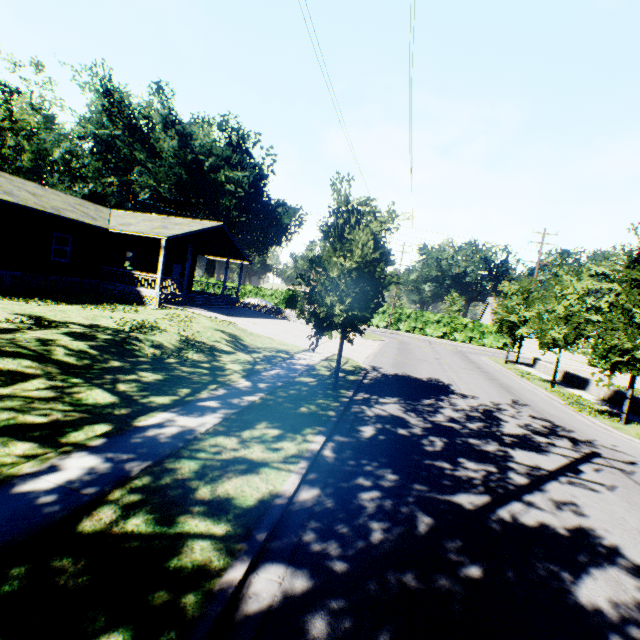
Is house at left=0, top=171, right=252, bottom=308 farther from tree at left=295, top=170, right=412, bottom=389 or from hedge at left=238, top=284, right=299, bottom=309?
hedge at left=238, top=284, right=299, bottom=309

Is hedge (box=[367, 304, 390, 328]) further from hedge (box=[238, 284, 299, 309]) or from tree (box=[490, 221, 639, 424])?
tree (box=[490, 221, 639, 424])

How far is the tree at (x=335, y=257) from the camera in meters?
9.1 m

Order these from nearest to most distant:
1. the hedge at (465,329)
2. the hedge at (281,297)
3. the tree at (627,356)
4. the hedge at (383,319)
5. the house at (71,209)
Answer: the tree at (627,356) → the house at (71,209) → the hedge at (465,329) → the hedge at (383,319) → the hedge at (281,297)

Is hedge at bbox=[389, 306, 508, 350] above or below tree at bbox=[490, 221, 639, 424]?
below

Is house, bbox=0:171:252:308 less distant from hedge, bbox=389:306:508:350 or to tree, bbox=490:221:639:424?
tree, bbox=490:221:639:424

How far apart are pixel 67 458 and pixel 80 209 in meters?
22.5 m
